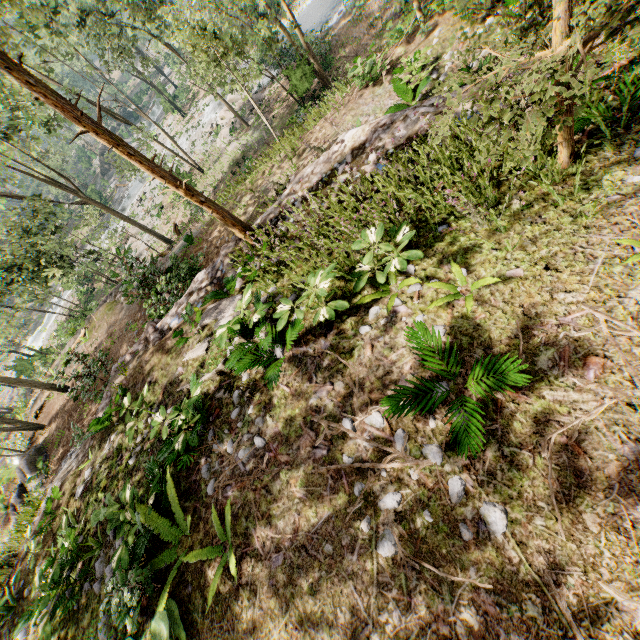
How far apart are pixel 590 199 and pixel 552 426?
3.05m

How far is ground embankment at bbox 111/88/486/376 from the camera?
6.3m

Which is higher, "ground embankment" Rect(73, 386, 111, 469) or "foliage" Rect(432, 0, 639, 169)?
"foliage" Rect(432, 0, 639, 169)

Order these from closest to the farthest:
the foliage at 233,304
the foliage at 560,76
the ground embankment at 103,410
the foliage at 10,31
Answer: the foliage at 560,76
the foliage at 233,304
the foliage at 10,31
the ground embankment at 103,410

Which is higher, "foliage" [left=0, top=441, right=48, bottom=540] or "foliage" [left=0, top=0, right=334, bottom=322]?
"foliage" [left=0, top=0, right=334, bottom=322]

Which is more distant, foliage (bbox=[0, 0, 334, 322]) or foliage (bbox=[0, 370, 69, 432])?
foliage (bbox=[0, 370, 69, 432])

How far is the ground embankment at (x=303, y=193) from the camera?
6.29m
